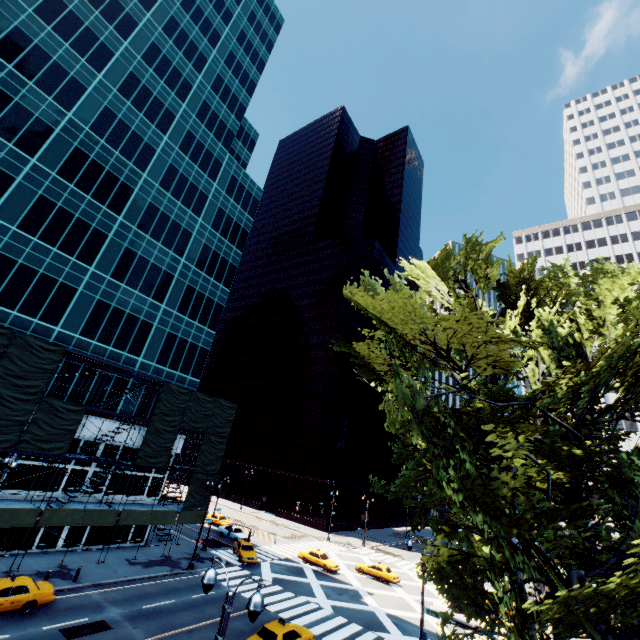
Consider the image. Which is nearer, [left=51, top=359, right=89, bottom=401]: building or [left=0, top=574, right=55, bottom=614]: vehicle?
[left=0, top=574, right=55, bottom=614]: vehicle

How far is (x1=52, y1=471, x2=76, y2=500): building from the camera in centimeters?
2825cm

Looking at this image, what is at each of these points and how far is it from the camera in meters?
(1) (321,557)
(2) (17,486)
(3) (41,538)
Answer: (1) vehicle, 37.8
(2) building, 26.2
(3) building, 27.1

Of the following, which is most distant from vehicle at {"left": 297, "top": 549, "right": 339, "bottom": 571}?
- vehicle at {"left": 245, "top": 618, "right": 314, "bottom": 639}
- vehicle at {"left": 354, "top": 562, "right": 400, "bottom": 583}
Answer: vehicle at {"left": 245, "top": 618, "right": 314, "bottom": 639}

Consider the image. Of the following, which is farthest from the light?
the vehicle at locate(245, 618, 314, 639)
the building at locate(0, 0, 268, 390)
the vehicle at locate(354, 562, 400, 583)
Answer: the vehicle at locate(354, 562, 400, 583)

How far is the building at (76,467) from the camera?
29.05m

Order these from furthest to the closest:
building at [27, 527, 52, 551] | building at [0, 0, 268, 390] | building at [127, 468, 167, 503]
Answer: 1. building at [127, 468, 167, 503]
2. building at [0, 0, 268, 390]
3. building at [27, 527, 52, 551]
